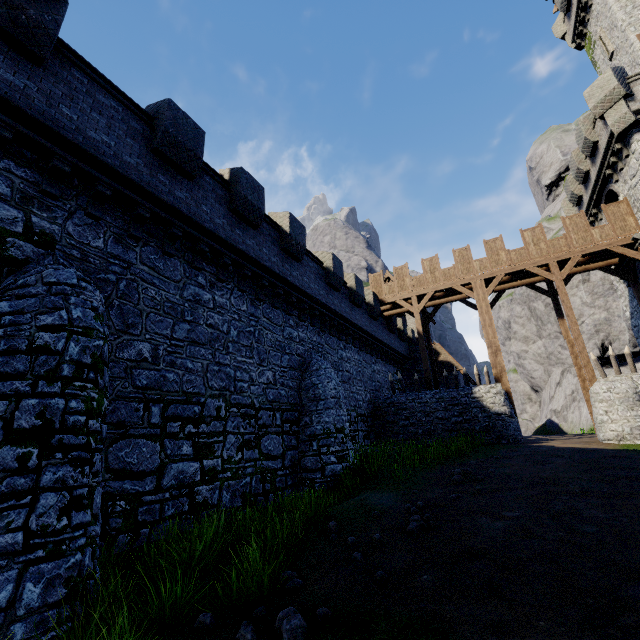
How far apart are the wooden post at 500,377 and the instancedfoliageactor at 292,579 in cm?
1610

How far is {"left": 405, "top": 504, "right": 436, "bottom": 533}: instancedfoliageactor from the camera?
6.6 meters

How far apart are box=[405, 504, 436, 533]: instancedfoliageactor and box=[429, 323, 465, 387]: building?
23.4m

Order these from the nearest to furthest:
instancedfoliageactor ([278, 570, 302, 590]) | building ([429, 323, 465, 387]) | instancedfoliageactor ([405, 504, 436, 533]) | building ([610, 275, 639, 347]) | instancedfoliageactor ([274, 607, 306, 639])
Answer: instancedfoliageactor ([274, 607, 306, 639])
instancedfoliageactor ([278, 570, 302, 590])
instancedfoliageactor ([405, 504, 436, 533])
building ([610, 275, 639, 347])
building ([429, 323, 465, 387])

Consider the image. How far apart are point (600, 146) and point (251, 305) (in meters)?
21.12

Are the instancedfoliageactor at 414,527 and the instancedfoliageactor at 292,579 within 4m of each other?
yes

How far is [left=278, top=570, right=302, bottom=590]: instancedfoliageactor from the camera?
5.09m

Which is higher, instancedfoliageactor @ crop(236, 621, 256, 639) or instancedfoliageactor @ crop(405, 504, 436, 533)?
instancedfoliageactor @ crop(405, 504, 436, 533)
